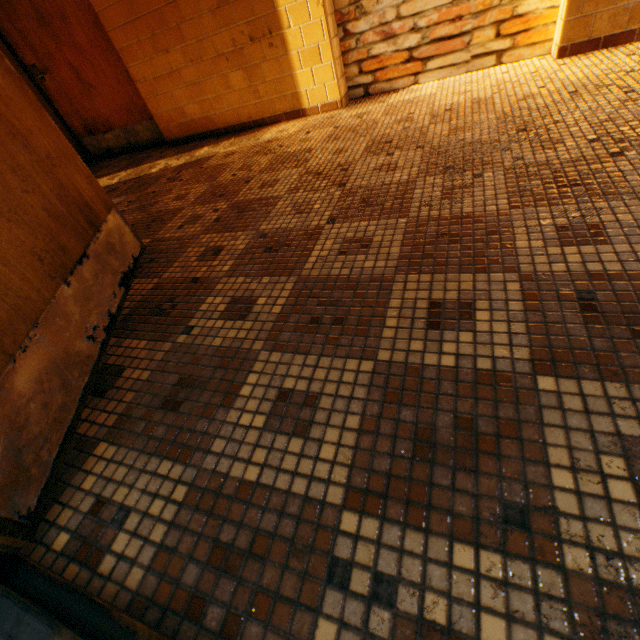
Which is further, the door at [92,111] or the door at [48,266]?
the door at [92,111]

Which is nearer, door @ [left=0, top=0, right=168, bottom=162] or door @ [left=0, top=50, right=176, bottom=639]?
door @ [left=0, top=50, right=176, bottom=639]

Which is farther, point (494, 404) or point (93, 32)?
point (93, 32)
